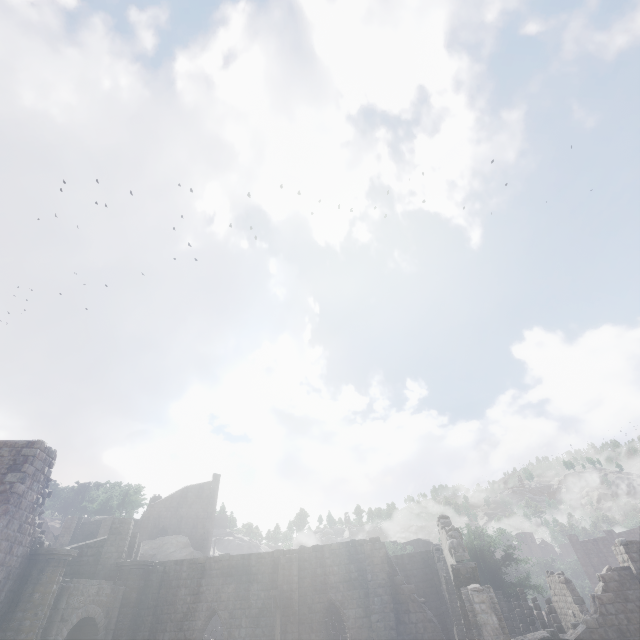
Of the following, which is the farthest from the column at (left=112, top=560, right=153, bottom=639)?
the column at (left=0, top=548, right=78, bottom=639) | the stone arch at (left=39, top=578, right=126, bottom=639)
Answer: the column at (left=0, top=548, right=78, bottom=639)

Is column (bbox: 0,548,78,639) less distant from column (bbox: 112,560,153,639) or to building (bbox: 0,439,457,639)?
building (bbox: 0,439,457,639)

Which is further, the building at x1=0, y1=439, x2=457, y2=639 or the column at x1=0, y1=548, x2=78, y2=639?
the building at x1=0, y1=439, x2=457, y2=639

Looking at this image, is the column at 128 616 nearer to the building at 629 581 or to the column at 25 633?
the building at 629 581

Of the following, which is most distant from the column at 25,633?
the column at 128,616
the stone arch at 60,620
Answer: the column at 128,616

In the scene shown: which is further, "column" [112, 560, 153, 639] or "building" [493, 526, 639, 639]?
"column" [112, 560, 153, 639]

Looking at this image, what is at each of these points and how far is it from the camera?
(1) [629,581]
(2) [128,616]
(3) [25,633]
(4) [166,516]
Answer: (1) building, 16.9m
(2) column, 20.0m
(3) column, 14.5m
(4) building, 50.7m
